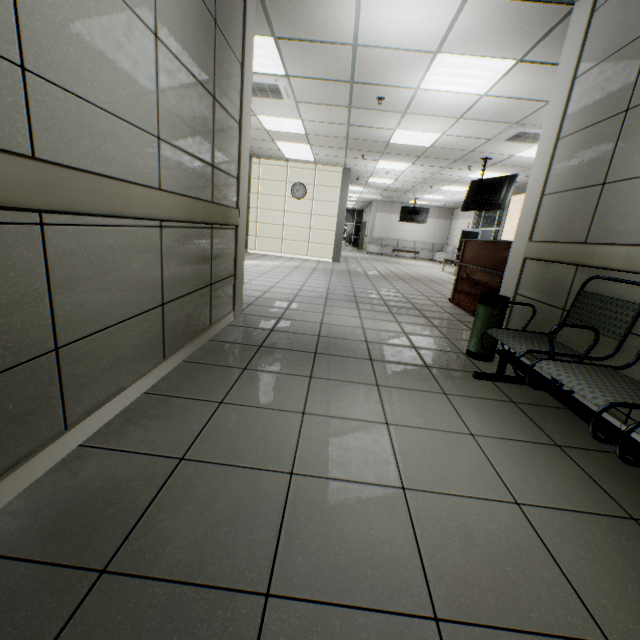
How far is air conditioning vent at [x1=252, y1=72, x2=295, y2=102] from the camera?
5.0m

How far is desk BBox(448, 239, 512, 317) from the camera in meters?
4.4 m

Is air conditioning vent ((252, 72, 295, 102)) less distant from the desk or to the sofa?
the desk

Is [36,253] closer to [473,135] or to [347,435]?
[347,435]

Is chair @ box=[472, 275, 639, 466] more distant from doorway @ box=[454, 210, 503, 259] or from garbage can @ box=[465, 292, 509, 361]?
doorway @ box=[454, 210, 503, 259]

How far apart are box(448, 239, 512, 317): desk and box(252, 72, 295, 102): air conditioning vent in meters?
3.9 m

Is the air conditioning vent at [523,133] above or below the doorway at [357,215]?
above

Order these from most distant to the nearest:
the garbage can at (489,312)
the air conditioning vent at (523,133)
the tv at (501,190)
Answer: the tv at (501,190) < the air conditioning vent at (523,133) < the garbage can at (489,312)
